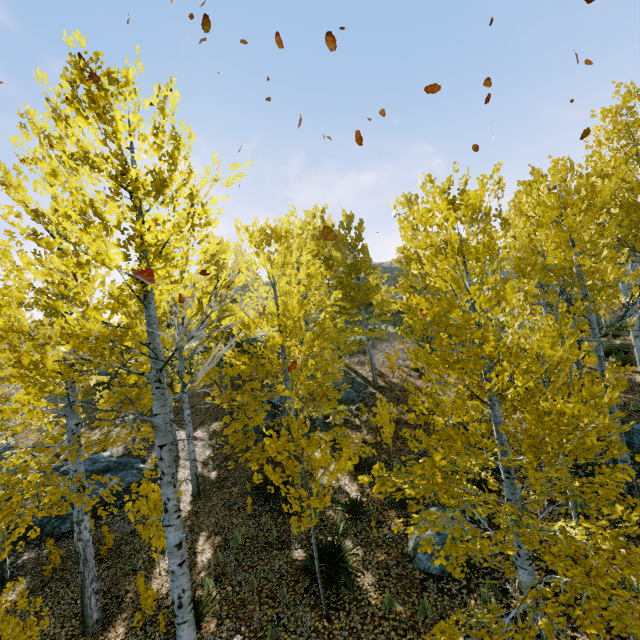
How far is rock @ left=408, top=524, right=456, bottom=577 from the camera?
6.4 meters

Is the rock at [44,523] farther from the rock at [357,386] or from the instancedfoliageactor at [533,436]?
the rock at [357,386]

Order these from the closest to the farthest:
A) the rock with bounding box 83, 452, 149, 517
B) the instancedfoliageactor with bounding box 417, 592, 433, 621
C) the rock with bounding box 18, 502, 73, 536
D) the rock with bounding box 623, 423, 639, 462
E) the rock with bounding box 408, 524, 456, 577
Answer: the instancedfoliageactor with bounding box 417, 592, 433, 621 → the rock with bounding box 408, 524, 456, 577 → the rock with bounding box 623, 423, 639, 462 → the rock with bounding box 18, 502, 73, 536 → the rock with bounding box 83, 452, 149, 517

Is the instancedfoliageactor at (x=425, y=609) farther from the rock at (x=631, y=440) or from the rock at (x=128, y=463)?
the rock at (x=128, y=463)

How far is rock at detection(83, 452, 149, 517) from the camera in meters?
11.9 m

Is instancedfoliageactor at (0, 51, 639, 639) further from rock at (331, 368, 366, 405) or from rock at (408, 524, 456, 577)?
rock at (408, 524, 456, 577)

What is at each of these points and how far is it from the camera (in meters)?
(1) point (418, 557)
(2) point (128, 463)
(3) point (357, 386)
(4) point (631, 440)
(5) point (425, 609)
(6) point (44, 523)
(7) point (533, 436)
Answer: (1) rock, 6.67
(2) rock, 14.40
(3) rock, 17.38
(4) rock, 8.90
(5) instancedfoliageactor, 5.56
(6) rock, 10.84
(7) instancedfoliageactor, 2.90
